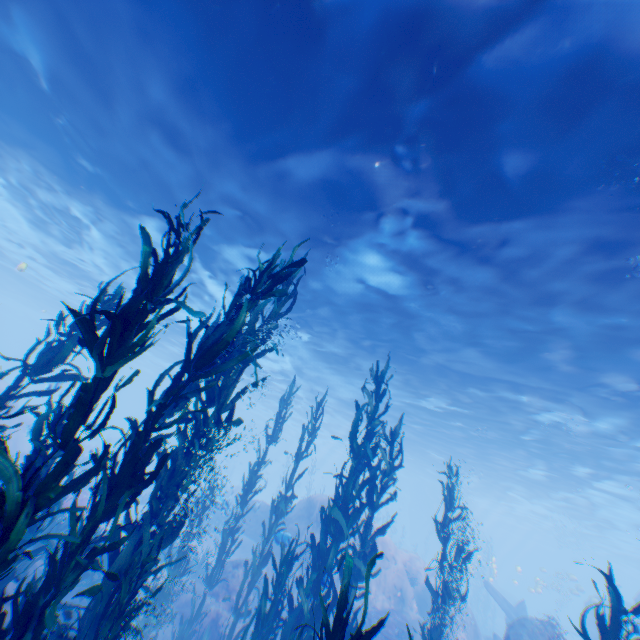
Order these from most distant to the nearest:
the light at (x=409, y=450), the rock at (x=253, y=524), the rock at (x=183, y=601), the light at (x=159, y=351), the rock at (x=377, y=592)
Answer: the light at (x=159, y=351) < the rock at (x=253, y=524) < the rock at (x=377, y=592) < the rock at (x=183, y=601) < the light at (x=409, y=450)

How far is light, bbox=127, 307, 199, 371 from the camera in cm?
2550

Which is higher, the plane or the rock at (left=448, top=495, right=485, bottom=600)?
the rock at (left=448, top=495, right=485, bottom=600)

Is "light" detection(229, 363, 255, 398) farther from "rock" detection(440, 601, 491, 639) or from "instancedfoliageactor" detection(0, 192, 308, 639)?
"instancedfoliageactor" detection(0, 192, 308, 639)

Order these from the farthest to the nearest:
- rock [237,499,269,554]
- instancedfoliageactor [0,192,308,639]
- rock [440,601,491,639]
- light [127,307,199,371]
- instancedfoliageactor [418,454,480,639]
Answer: light [127,307,199,371]
rock [237,499,269,554]
rock [440,601,491,639]
instancedfoliageactor [418,454,480,639]
instancedfoliageactor [0,192,308,639]

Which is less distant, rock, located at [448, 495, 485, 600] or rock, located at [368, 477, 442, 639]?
rock, located at [368, 477, 442, 639]

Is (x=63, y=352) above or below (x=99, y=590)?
above

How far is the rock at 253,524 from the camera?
19.98m
